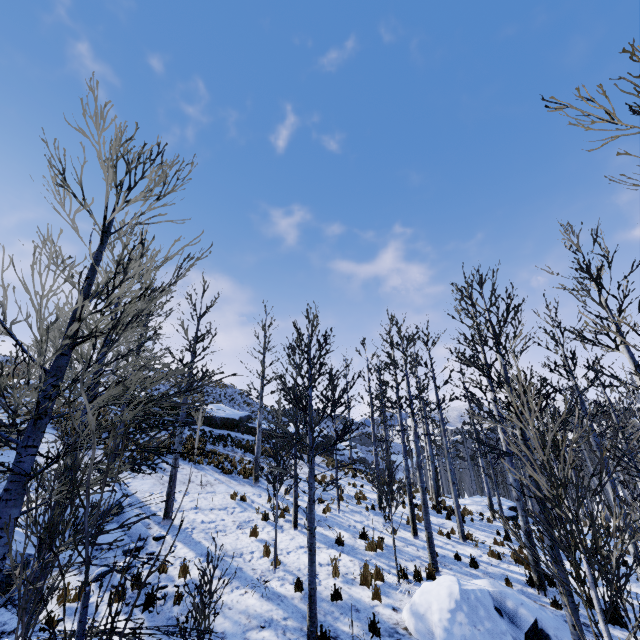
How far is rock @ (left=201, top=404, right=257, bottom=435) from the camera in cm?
2617

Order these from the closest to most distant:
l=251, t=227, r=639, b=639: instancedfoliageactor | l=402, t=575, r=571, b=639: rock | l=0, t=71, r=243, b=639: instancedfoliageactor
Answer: l=0, t=71, r=243, b=639: instancedfoliageactor < l=251, t=227, r=639, b=639: instancedfoliageactor < l=402, t=575, r=571, b=639: rock

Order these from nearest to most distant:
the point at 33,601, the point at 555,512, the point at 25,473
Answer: the point at 25,473 < the point at 33,601 < the point at 555,512

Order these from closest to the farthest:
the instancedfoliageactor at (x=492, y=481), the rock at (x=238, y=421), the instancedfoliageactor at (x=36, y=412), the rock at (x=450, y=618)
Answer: the instancedfoliageactor at (x=36, y=412), the instancedfoliageactor at (x=492, y=481), the rock at (x=450, y=618), the rock at (x=238, y=421)

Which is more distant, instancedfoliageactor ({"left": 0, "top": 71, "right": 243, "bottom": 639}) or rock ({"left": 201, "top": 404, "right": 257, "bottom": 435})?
rock ({"left": 201, "top": 404, "right": 257, "bottom": 435})

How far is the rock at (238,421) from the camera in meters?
26.2 m

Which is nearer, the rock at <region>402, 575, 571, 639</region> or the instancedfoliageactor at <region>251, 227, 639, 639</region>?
the instancedfoliageactor at <region>251, 227, 639, 639</region>

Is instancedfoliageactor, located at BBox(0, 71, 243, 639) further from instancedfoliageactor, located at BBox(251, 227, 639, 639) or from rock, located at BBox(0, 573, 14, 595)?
instancedfoliageactor, located at BBox(251, 227, 639, 639)
